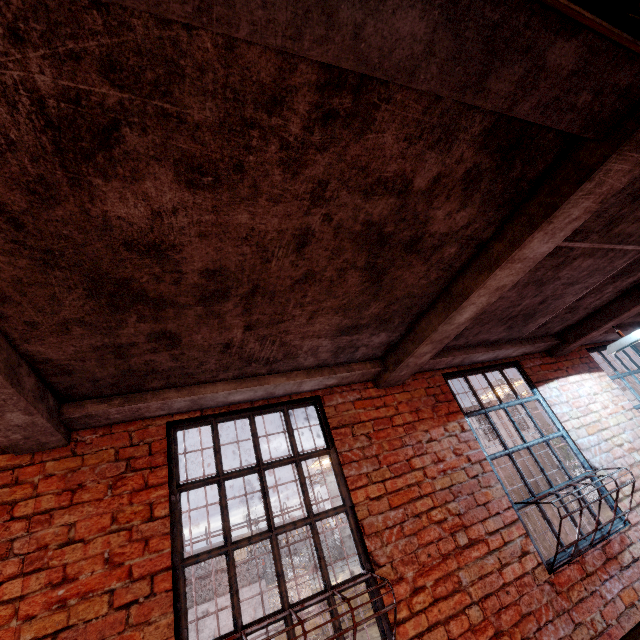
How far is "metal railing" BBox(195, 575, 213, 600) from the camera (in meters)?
15.30

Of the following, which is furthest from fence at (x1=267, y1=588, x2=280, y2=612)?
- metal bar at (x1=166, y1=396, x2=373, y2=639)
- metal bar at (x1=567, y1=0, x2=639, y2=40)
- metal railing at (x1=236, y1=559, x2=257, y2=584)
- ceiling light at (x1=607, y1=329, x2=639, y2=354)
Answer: metal bar at (x1=567, y1=0, x2=639, y2=40)

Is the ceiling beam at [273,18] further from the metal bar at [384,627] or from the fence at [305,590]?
the fence at [305,590]

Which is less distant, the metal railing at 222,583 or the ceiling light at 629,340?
the ceiling light at 629,340

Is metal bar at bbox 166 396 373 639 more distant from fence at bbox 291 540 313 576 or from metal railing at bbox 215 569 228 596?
fence at bbox 291 540 313 576

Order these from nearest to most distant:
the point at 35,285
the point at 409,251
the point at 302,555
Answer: the point at 35,285, the point at 409,251, the point at 302,555

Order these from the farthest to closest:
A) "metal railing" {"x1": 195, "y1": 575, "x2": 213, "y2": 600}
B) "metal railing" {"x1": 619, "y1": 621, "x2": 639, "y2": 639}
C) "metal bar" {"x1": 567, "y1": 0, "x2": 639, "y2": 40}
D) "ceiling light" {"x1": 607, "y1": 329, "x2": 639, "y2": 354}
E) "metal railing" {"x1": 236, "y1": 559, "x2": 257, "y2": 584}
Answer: "metal railing" {"x1": 236, "y1": 559, "x2": 257, "y2": 584} < "metal railing" {"x1": 195, "y1": 575, "x2": 213, "y2": 600} < "ceiling light" {"x1": 607, "y1": 329, "x2": 639, "y2": 354} < "metal railing" {"x1": 619, "y1": 621, "x2": 639, "y2": 639} < "metal bar" {"x1": 567, "y1": 0, "x2": 639, "y2": 40}

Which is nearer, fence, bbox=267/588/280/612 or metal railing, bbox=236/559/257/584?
metal railing, bbox=236/559/257/584
